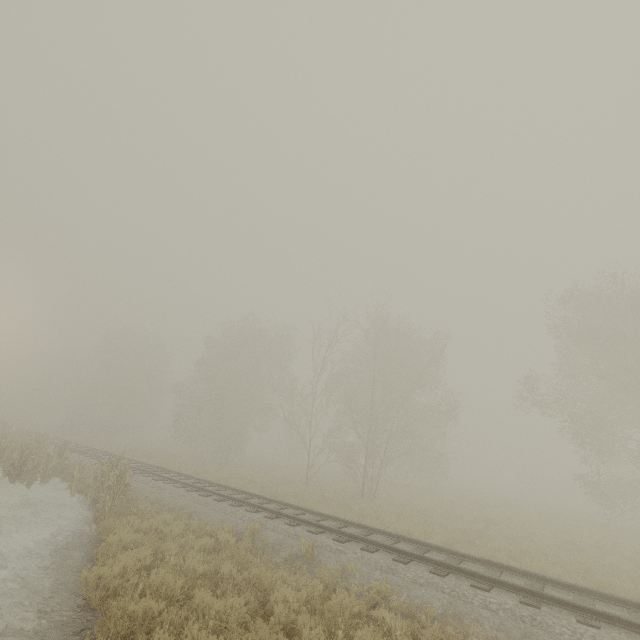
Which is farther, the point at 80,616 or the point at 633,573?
the point at 633,573

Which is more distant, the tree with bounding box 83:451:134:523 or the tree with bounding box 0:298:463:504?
the tree with bounding box 0:298:463:504

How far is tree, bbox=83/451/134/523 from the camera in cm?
1124

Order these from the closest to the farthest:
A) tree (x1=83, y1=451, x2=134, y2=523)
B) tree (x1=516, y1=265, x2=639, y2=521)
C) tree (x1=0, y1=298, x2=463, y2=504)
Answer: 1. tree (x1=83, y1=451, x2=134, y2=523)
2. tree (x1=516, y1=265, x2=639, y2=521)
3. tree (x1=0, y1=298, x2=463, y2=504)

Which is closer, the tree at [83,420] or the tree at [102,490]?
the tree at [102,490]

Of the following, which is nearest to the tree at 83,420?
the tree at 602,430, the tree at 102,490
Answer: the tree at 602,430

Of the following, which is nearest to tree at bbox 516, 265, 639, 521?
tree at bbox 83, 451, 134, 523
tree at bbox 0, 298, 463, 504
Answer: tree at bbox 0, 298, 463, 504

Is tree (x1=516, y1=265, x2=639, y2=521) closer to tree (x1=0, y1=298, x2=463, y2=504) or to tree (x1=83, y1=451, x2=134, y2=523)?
tree (x1=0, y1=298, x2=463, y2=504)
